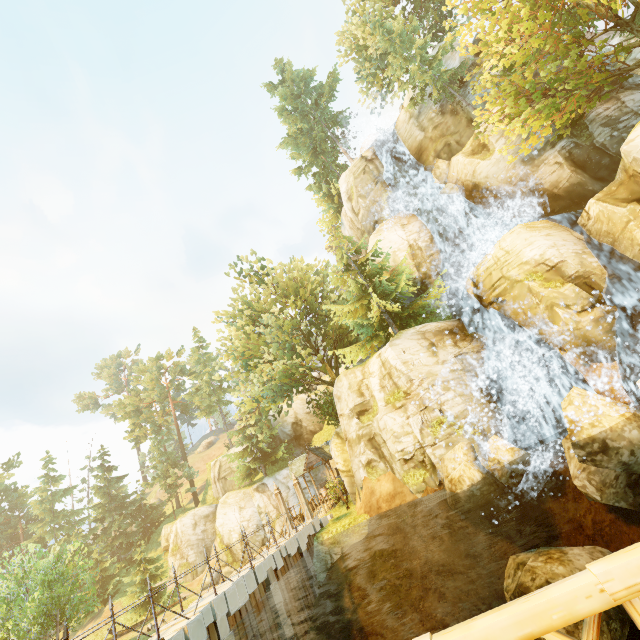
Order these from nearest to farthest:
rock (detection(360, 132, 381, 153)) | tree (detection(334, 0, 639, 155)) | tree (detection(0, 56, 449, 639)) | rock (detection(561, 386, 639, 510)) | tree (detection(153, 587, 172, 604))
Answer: rock (detection(561, 386, 639, 510)) → tree (detection(334, 0, 639, 155)) → tree (detection(0, 56, 449, 639)) → tree (detection(153, 587, 172, 604)) → rock (detection(360, 132, 381, 153))

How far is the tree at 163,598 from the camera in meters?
28.8

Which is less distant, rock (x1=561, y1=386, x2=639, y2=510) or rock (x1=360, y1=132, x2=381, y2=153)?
rock (x1=561, y1=386, x2=639, y2=510)

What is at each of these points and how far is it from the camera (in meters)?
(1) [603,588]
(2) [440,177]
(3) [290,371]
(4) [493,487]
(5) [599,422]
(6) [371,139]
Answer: (1) fence, 1.28
(2) rock, 25.22
(3) tree, 22.92
(4) rock, 12.45
(5) rock, 10.70
(6) rock, 32.28

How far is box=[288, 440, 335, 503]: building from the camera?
28.0m

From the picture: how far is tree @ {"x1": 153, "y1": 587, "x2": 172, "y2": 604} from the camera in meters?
28.8 m

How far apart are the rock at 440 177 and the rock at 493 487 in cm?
1939

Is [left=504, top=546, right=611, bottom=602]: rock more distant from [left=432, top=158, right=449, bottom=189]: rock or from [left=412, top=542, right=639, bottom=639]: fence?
[left=432, top=158, right=449, bottom=189]: rock
